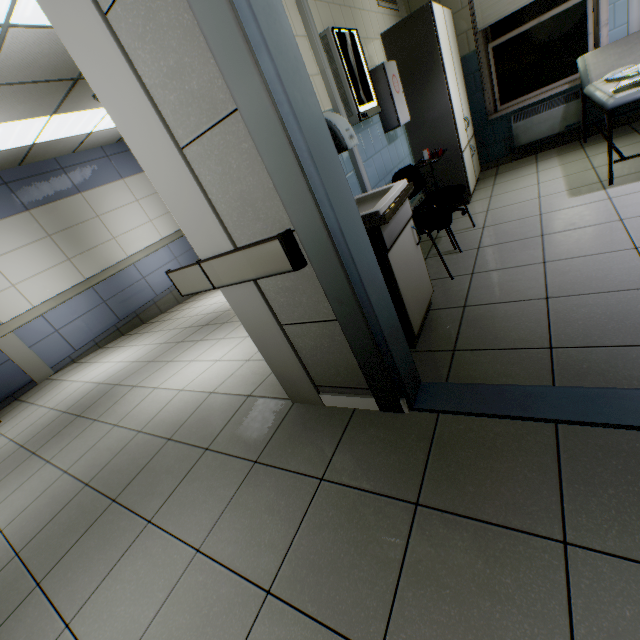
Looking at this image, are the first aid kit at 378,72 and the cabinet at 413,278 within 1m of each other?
no

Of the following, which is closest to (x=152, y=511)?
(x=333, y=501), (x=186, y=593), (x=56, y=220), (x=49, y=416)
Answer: (x=186, y=593)

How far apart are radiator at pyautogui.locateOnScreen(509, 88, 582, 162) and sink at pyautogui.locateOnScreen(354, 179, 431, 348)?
3.8 meters

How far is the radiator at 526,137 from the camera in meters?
4.3 m

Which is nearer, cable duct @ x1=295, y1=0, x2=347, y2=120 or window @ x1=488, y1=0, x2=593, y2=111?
cable duct @ x1=295, y1=0, x2=347, y2=120

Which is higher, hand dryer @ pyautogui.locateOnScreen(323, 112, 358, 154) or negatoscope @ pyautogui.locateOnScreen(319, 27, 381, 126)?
negatoscope @ pyautogui.locateOnScreen(319, 27, 381, 126)

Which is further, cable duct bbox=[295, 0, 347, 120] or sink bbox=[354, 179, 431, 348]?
cable duct bbox=[295, 0, 347, 120]

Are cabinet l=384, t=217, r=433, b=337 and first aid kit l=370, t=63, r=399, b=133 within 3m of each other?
yes
